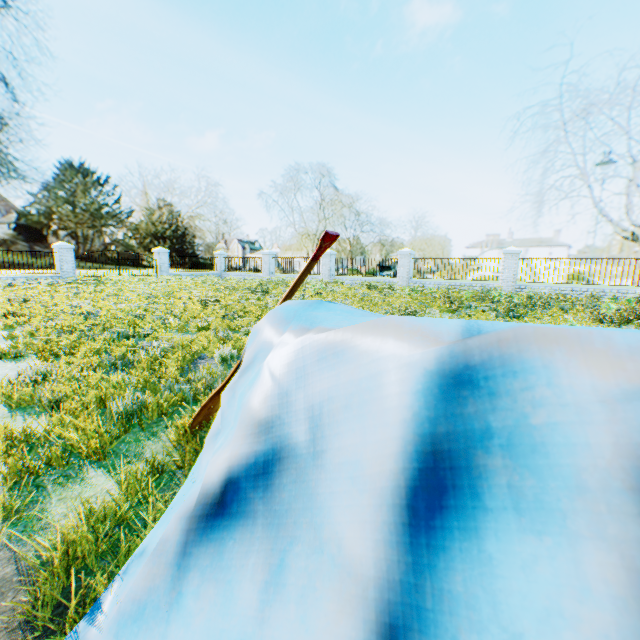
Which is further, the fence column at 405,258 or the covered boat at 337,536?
the fence column at 405,258

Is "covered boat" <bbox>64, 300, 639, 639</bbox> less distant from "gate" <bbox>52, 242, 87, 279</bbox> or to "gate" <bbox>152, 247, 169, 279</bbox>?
"gate" <bbox>52, 242, 87, 279</bbox>

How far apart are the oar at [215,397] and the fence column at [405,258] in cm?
1827

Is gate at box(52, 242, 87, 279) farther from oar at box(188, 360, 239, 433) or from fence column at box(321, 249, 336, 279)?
oar at box(188, 360, 239, 433)

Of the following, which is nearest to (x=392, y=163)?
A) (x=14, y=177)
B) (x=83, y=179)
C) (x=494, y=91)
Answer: (x=494, y=91)

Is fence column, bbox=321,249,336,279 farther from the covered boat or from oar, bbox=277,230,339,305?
oar, bbox=277,230,339,305

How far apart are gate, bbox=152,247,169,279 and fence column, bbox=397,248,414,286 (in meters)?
16.76

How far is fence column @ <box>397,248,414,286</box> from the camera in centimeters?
1947cm
